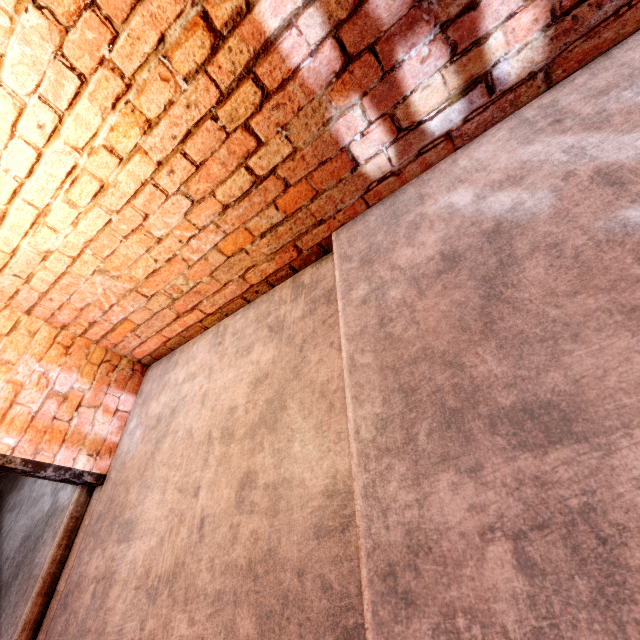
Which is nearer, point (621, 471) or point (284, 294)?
point (621, 471)
